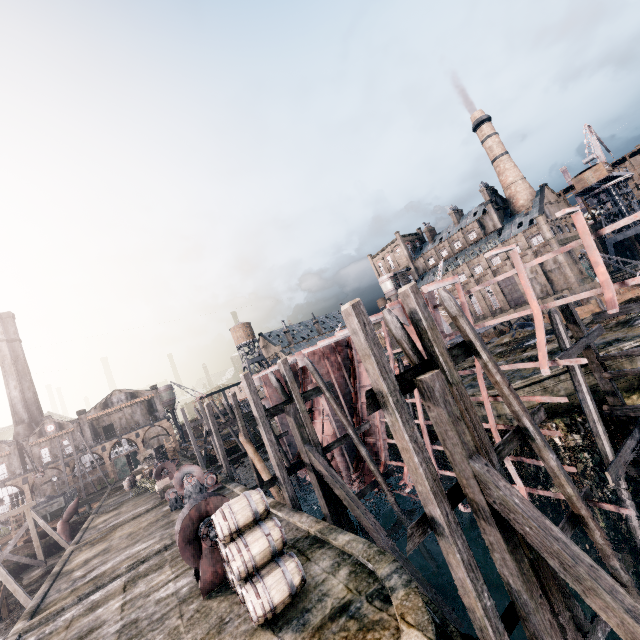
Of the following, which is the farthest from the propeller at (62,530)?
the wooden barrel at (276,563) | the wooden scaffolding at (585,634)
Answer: the wooden scaffolding at (585,634)

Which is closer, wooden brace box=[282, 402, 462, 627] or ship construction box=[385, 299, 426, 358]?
wooden brace box=[282, 402, 462, 627]

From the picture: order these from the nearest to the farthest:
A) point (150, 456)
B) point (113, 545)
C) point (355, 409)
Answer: point (113, 545), point (355, 409), point (150, 456)

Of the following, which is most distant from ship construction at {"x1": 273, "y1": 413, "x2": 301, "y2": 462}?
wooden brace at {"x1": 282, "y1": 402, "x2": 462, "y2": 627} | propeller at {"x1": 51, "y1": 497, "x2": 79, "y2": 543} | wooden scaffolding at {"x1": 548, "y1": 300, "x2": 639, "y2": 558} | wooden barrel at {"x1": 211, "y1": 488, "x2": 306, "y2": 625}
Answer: propeller at {"x1": 51, "y1": 497, "x2": 79, "y2": 543}

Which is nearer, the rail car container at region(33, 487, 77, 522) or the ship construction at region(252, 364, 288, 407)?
the ship construction at region(252, 364, 288, 407)

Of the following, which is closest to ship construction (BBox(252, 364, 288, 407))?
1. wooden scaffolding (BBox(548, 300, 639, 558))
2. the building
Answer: wooden scaffolding (BBox(548, 300, 639, 558))

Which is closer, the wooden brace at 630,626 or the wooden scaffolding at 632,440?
the wooden brace at 630,626

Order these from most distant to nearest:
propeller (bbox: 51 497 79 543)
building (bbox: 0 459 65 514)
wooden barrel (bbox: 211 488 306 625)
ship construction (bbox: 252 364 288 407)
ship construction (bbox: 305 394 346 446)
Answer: building (bbox: 0 459 65 514)
propeller (bbox: 51 497 79 543)
ship construction (bbox: 252 364 288 407)
ship construction (bbox: 305 394 346 446)
wooden barrel (bbox: 211 488 306 625)
